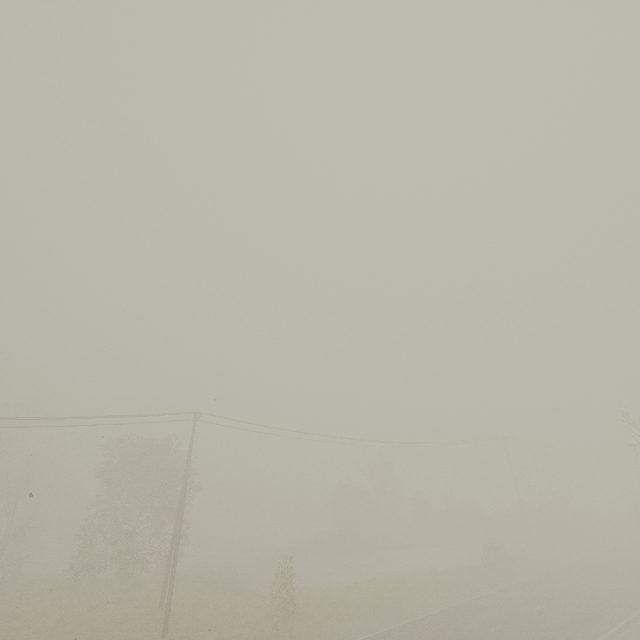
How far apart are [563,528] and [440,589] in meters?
24.7

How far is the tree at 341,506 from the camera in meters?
40.0

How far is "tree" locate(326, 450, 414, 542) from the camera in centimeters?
4000cm
